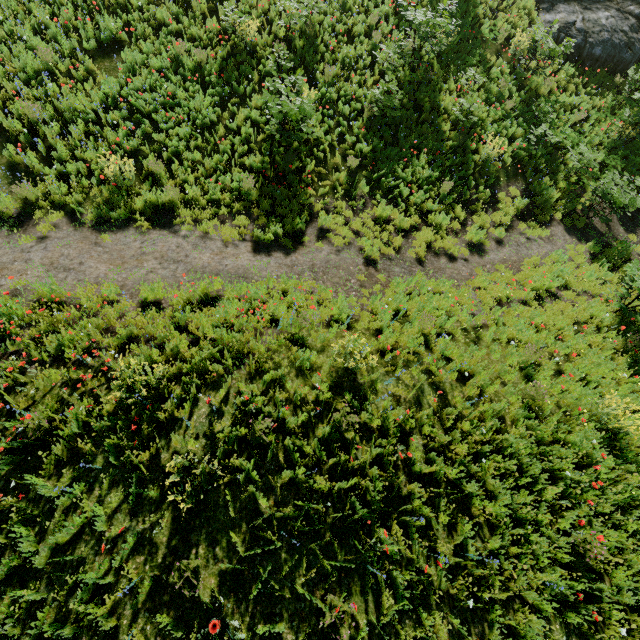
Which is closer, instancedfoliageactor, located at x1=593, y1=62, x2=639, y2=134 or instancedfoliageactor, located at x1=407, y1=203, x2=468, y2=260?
instancedfoliageactor, located at x1=407, y1=203, x2=468, y2=260

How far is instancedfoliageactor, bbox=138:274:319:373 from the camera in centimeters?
574cm

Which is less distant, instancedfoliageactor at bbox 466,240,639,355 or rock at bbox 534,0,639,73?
instancedfoliageactor at bbox 466,240,639,355

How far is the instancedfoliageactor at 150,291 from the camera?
5.7m

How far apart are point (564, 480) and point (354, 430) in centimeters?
350cm

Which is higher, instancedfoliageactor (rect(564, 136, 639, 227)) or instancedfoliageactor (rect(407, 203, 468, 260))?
instancedfoliageactor (rect(564, 136, 639, 227))
